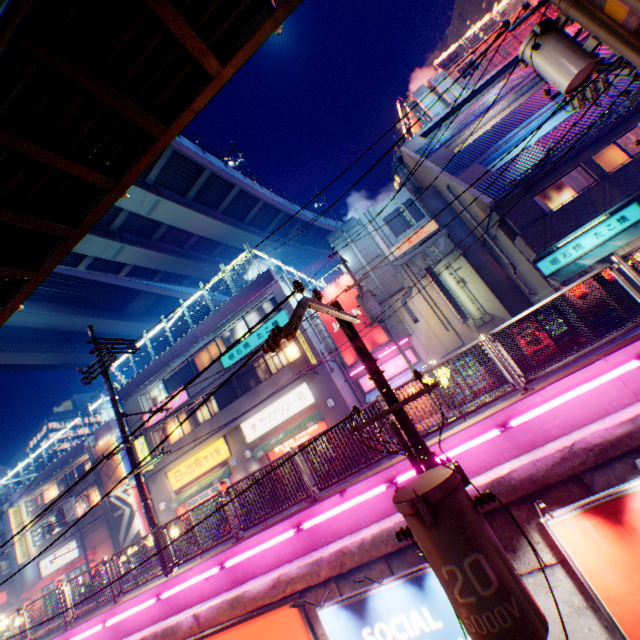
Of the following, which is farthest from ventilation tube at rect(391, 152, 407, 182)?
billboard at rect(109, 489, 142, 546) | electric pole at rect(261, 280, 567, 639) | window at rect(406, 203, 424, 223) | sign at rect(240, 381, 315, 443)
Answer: billboard at rect(109, 489, 142, 546)

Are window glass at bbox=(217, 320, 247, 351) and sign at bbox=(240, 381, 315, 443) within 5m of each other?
yes

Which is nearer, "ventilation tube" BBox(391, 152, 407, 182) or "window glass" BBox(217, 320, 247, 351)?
"window glass" BBox(217, 320, 247, 351)

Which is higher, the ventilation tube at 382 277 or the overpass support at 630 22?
the ventilation tube at 382 277

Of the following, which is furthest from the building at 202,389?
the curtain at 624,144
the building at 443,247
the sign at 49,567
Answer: the curtain at 624,144

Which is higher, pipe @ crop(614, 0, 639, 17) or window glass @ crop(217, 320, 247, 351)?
window glass @ crop(217, 320, 247, 351)

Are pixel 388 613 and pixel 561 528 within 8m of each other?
yes

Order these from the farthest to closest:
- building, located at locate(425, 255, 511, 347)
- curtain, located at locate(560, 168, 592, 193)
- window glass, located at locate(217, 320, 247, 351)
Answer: window glass, located at locate(217, 320, 247, 351) → building, located at locate(425, 255, 511, 347) → curtain, located at locate(560, 168, 592, 193)
